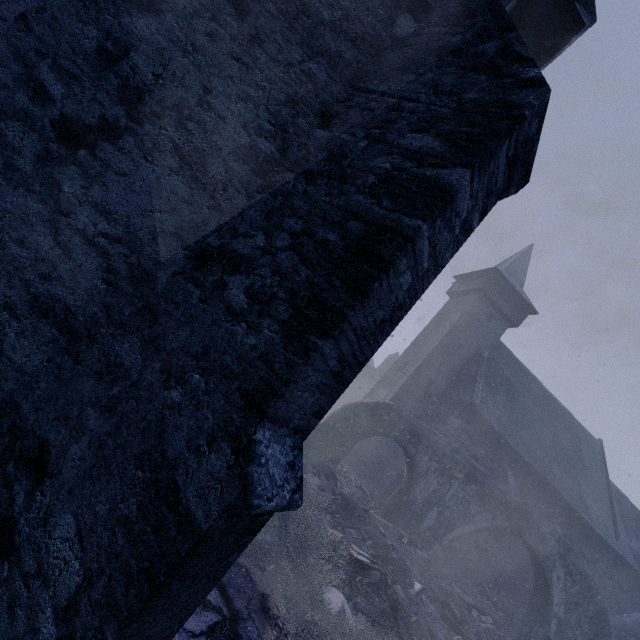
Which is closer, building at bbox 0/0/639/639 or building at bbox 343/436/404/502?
building at bbox 0/0/639/639

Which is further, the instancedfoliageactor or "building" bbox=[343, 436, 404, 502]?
"building" bbox=[343, 436, 404, 502]

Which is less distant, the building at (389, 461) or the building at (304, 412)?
the building at (304, 412)

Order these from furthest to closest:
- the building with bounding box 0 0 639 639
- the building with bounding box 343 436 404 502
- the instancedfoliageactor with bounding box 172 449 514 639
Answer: the building with bounding box 343 436 404 502 < the instancedfoliageactor with bounding box 172 449 514 639 < the building with bounding box 0 0 639 639

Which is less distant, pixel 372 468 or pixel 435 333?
pixel 372 468

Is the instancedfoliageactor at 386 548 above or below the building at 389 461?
below
